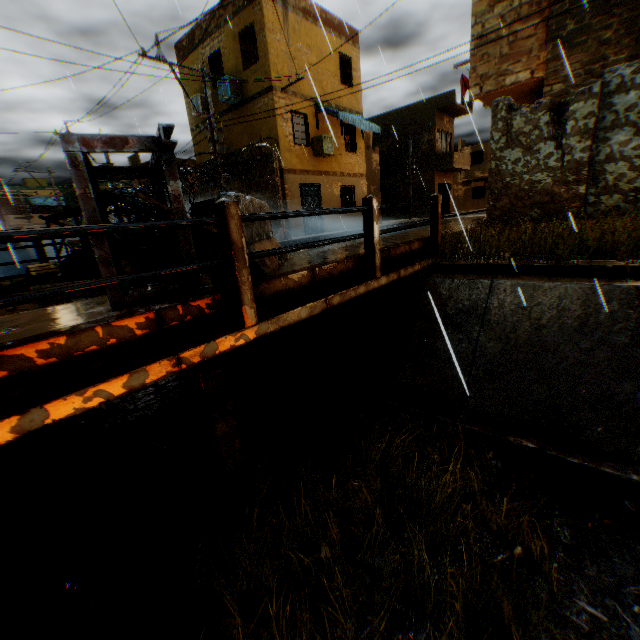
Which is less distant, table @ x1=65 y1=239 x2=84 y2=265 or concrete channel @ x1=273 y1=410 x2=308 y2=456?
concrete channel @ x1=273 y1=410 x2=308 y2=456

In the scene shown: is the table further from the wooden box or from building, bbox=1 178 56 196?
building, bbox=1 178 56 196

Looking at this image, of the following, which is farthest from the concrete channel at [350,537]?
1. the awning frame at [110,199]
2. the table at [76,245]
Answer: the awning frame at [110,199]

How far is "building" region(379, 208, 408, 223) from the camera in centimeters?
2909cm

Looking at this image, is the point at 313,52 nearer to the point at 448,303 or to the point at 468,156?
the point at 448,303

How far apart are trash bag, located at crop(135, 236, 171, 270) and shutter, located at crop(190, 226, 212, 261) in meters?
0.0 m

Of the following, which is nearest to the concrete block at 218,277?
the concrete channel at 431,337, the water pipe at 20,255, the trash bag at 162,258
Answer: the trash bag at 162,258

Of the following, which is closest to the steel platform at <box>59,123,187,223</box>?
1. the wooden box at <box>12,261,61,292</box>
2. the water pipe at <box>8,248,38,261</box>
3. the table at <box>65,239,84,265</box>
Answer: the wooden box at <box>12,261,61,292</box>
